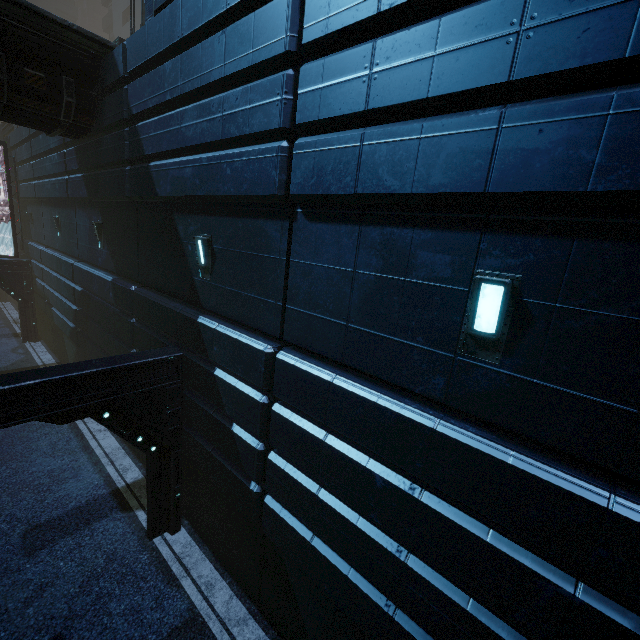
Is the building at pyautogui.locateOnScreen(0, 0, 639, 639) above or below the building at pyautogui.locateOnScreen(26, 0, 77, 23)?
below

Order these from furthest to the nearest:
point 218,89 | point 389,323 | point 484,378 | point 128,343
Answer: point 128,343 < point 218,89 < point 389,323 < point 484,378

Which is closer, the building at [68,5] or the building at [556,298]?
the building at [556,298]

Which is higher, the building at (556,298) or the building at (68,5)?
the building at (68,5)

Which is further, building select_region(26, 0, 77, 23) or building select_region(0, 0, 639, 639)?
building select_region(26, 0, 77, 23)
